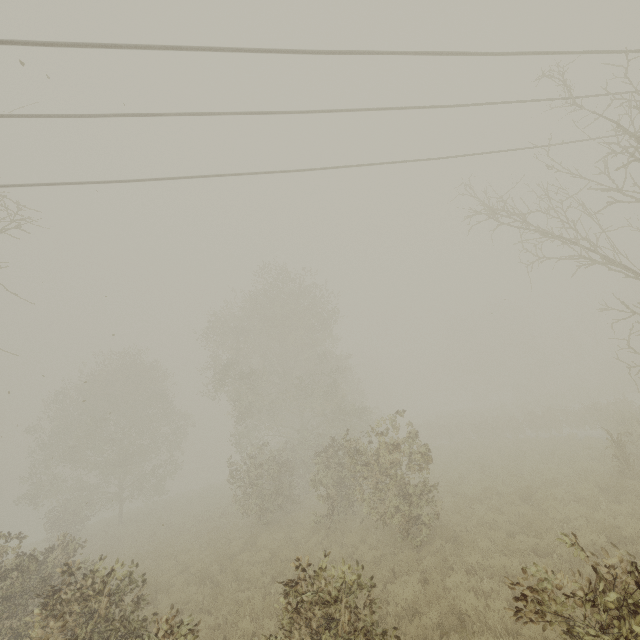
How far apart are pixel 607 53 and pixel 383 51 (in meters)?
5.95

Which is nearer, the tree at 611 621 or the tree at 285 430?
the tree at 611 621

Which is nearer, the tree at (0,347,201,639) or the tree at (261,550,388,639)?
the tree at (261,550,388,639)

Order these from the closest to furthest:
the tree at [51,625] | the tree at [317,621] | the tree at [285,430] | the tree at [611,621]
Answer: the tree at [611,621] → the tree at [317,621] → the tree at [51,625] → the tree at [285,430]

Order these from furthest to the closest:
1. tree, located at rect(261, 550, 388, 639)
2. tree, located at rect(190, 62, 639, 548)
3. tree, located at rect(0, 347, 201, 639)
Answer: tree, located at rect(190, 62, 639, 548) < tree, located at rect(0, 347, 201, 639) < tree, located at rect(261, 550, 388, 639)
